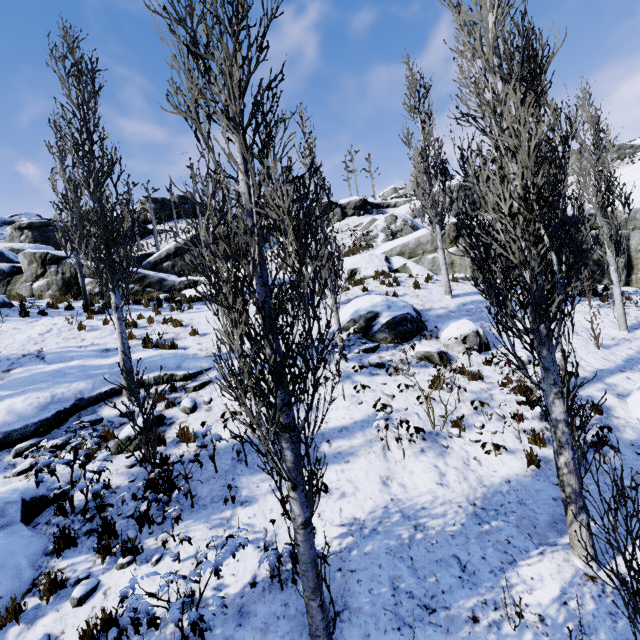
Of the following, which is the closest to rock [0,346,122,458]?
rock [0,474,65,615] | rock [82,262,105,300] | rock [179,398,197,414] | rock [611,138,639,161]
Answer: rock [0,474,65,615]

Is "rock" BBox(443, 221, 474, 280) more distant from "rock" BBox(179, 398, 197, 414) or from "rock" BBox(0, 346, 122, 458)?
"rock" BBox(179, 398, 197, 414)

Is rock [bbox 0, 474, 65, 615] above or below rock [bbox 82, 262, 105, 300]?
below

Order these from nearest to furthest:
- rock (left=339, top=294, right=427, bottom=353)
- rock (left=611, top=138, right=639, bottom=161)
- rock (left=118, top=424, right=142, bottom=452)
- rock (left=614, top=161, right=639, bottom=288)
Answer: rock (left=118, top=424, right=142, bottom=452) < rock (left=339, top=294, right=427, bottom=353) < rock (left=614, top=161, right=639, bottom=288) < rock (left=611, top=138, right=639, bottom=161)

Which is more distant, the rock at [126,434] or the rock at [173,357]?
the rock at [173,357]

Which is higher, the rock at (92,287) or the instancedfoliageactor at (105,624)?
the rock at (92,287)

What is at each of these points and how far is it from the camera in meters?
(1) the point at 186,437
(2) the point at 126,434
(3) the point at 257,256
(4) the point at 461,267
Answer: (1) instancedfoliageactor, 7.0 m
(2) rock, 7.1 m
(3) instancedfoliageactor, 3.7 m
(4) rock, 17.3 m

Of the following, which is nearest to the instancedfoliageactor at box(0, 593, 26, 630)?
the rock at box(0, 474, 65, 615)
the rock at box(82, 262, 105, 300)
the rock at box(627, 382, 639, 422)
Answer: the rock at box(0, 474, 65, 615)
